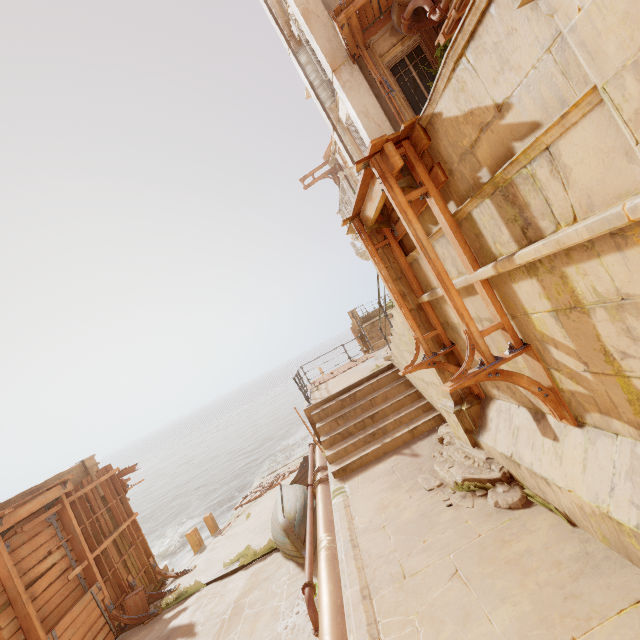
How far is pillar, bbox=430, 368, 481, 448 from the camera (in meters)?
5.10

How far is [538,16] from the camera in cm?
189

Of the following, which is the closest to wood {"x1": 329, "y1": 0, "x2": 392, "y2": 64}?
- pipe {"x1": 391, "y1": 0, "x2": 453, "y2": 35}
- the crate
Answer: pipe {"x1": 391, "y1": 0, "x2": 453, "y2": 35}

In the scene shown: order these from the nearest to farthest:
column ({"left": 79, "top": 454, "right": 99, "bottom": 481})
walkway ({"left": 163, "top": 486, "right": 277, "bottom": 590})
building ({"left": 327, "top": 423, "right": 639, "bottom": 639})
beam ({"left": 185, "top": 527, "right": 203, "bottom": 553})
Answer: building ({"left": 327, "top": 423, "right": 639, "bottom": 639}) < walkway ({"left": 163, "top": 486, "right": 277, "bottom": 590}) < column ({"left": 79, "top": 454, "right": 99, "bottom": 481}) < beam ({"left": 185, "top": 527, "right": 203, "bottom": 553})

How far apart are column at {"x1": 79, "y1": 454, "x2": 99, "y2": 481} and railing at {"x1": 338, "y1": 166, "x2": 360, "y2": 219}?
13.0m

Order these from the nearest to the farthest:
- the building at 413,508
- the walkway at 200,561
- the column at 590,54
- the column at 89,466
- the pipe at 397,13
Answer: the column at 590,54
the building at 413,508
the pipe at 397,13
the walkway at 200,561
the column at 89,466

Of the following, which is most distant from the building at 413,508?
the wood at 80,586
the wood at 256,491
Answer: the wood at 256,491

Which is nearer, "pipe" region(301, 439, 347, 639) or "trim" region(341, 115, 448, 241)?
"trim" region(341, 115, 448, 241)
